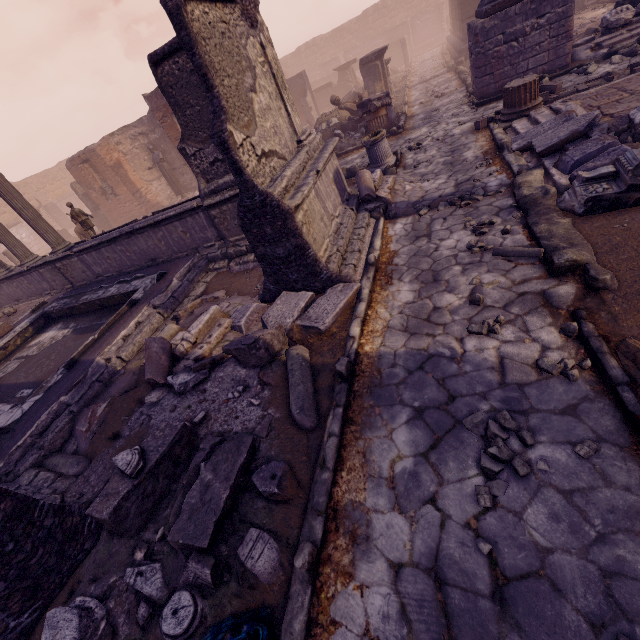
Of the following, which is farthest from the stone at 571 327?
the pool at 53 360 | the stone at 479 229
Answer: the pool at 53 360

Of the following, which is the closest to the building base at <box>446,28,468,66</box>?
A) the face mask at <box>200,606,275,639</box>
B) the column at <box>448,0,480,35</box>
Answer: the column at <box>448,0,480,35</box>

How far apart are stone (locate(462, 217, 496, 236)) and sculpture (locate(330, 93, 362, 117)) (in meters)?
11.09

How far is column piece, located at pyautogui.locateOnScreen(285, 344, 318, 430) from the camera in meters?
3.5 m

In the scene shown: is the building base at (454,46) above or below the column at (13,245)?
below

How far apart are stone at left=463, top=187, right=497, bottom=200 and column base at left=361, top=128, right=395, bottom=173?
3.6m

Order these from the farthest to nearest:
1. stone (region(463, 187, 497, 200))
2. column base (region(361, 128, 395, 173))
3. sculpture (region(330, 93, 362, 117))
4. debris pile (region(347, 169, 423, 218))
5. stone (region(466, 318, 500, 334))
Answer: sculpture (region(330, 93, 362, 117))
column base (region(361, 128, 395, 173))
debris pile (region(347, 169, 423, 218))
stone (region(463, 187, 497, 200))
stone (region(466, 318, 500, 334))

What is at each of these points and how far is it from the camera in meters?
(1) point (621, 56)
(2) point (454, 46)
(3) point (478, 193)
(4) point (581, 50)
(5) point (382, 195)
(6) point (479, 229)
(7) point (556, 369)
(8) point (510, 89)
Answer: (1) rocks, 8.3 m
(2) building base, 17.8 m
(3) stone, 5.8 m
(4) building debris, 9.3 m
(5) debris pile, 6.7 m
(6) stone, 4.9 m
(7) stone, 2.9 m
(8) column base, 7.2 m
